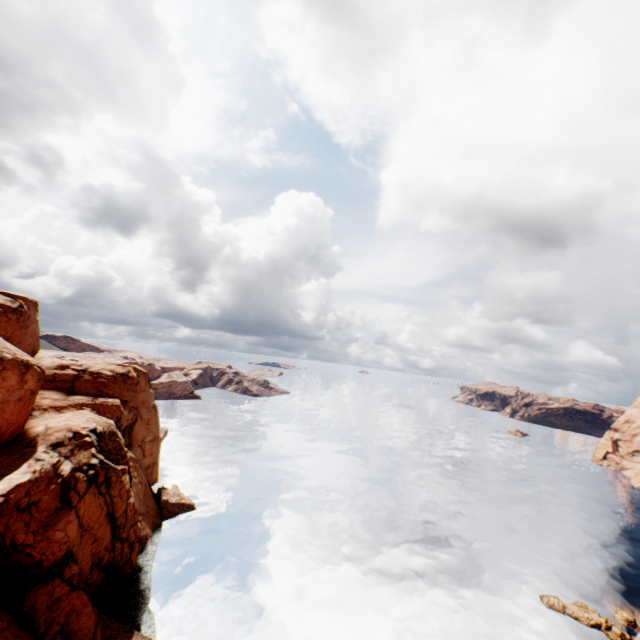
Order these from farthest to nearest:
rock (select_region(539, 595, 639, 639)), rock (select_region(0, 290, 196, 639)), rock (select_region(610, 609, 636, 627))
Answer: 1. rock (select_region(610, 609, 636, 627))
2. rock (select_region(539, 595, 639, 639))
3. rock (select_region(0, 290, 196, 639))

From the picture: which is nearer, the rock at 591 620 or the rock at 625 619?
the rock at 591 620

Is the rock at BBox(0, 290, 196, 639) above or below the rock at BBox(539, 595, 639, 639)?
above

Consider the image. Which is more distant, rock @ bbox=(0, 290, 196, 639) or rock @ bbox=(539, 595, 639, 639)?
rock @ bbox=(539, 595, 639, 639)

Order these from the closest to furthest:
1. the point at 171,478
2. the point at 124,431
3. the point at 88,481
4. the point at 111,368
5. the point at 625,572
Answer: the point at 88,481 → the point at 625,572 → the point at 124,431 → the point at 111,368 → the point at 171,478
